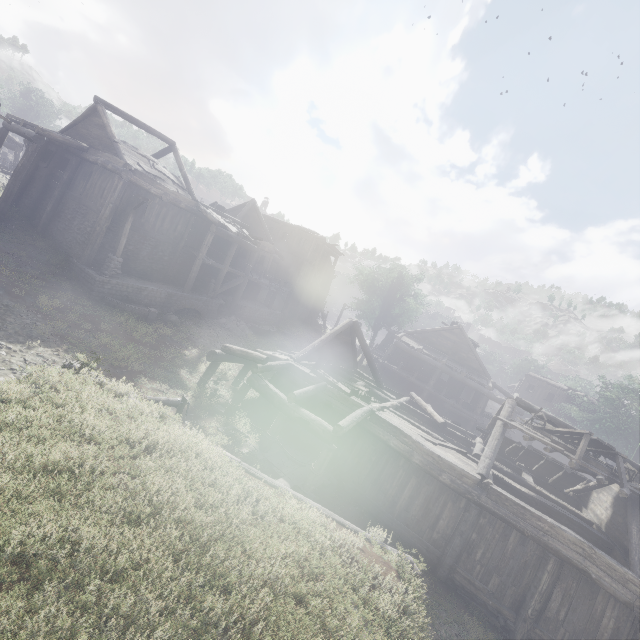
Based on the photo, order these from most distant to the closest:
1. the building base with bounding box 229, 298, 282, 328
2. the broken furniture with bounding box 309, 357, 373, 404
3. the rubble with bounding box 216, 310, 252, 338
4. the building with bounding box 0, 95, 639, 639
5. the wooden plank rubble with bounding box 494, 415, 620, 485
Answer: the building base with bounding box 229, 298, 282, 328, the rubble with bounding box 216, 310, 252, 338, the broken furniture with bounding box 309, 357, 373, 404, the wooden plank rubble with bounding box 494, 415, 620, 485, the building with bounding box 0, 95, 639, 639

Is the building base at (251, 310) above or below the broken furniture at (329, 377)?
below

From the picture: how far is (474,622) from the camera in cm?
952

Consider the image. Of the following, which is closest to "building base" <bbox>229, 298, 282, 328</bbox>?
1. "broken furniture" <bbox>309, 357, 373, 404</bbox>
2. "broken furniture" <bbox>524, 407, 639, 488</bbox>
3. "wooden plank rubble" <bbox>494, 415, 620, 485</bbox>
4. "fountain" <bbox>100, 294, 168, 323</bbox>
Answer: "fountain" <bbox>100, 294, 168, 323</bbox>

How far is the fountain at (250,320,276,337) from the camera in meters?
26.1 m

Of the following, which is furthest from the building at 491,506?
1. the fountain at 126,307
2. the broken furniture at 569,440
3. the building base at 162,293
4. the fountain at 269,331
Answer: the fountain at 269,331

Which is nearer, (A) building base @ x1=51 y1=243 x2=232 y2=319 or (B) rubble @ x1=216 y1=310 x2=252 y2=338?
(A) building base @ x1=51 y1=243 x2=232 y2=319

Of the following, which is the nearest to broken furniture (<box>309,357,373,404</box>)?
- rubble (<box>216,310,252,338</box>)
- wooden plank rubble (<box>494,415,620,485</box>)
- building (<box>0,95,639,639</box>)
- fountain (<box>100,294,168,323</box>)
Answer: building (<box>0,95,639,639</box>)
